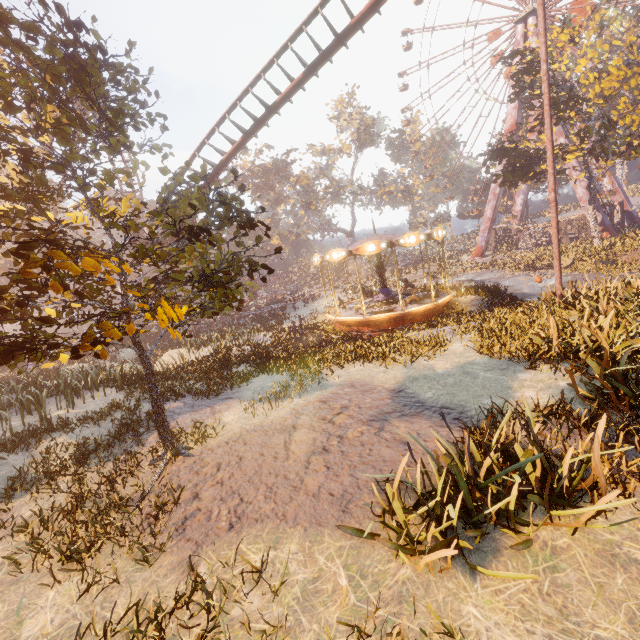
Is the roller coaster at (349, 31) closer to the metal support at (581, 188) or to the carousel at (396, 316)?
the carousel at (396, 316)

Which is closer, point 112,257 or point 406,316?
point 112,257

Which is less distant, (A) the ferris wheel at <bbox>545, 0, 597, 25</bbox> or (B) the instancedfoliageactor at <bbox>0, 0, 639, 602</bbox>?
(B) the instancedfoliageactor at <bbox>0, 0, 639, 602</bbox>

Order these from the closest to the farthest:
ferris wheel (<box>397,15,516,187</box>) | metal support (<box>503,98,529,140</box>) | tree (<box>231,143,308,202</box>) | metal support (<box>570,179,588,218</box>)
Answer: metal support (<box>570,179,588,218</box>), metal support (<box>503,98,529,140</box>), ferris wheel (<box>397,15,516,187</box>), tree (<box>231,143,308,202</box>)

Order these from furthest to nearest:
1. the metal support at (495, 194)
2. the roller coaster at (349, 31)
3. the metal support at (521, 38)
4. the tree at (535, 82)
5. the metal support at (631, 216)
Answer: the metal support at (495, 194)
the metal support at (631, 216)
the metal support at (521, 38)
the tree at (535, 82)
the roller coaster at (349, 31)

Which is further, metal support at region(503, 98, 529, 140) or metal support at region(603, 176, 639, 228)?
metal support at region(503, 98, 529, 140)

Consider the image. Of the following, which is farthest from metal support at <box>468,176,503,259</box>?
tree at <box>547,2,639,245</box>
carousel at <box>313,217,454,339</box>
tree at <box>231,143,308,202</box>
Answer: tree at <box>231,143,308,202</box>

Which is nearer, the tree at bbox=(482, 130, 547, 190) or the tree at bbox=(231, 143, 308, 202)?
the tree at bbox=(482, 130, 547, 190)
